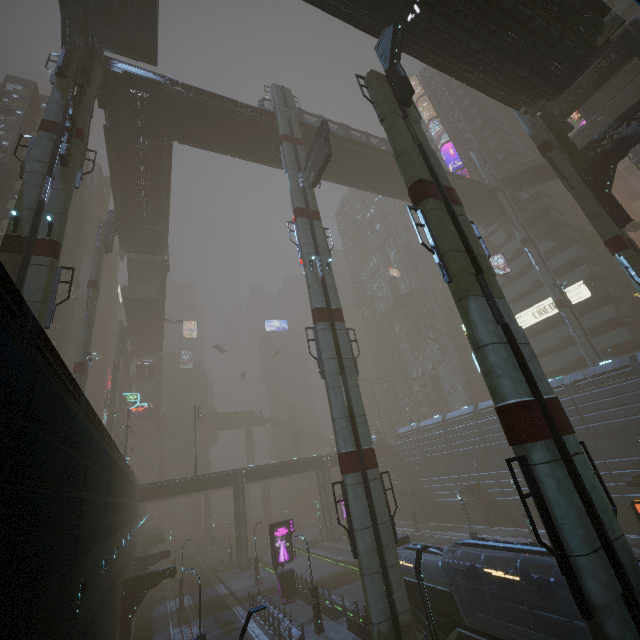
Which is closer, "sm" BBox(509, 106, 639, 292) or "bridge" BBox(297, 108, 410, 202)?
"sm" BBox(509, 106, 639, 292)

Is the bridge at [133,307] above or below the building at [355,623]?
above

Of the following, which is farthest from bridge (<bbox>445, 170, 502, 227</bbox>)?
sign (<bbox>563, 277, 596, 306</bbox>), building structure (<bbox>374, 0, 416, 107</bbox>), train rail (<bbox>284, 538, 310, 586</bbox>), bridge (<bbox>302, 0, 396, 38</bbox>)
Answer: train rail (<bbox>284, 538, 310, 586</bbox>)

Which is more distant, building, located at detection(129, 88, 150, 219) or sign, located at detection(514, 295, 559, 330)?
sign, located at detection(514, 295, 559, 330)

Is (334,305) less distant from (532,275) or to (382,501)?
(382,501)

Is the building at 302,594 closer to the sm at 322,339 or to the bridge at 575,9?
the bridge at 575,9

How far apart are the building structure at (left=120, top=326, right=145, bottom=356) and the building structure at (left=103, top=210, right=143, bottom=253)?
23.68m

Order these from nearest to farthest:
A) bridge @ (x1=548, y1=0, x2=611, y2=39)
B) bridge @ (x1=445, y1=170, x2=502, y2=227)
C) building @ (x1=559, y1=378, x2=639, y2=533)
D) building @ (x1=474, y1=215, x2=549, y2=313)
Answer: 1. bridge @ (x1=548, y1=0, x2=611, y2=39)
2. building @ (x1=559, y1=378, x2=639, y2=533)
3. bridge @ (x1=445, y1=170, x2=502, y2=227)
4. building @ (x1=474, y1=215, x2=549, y2=313)
